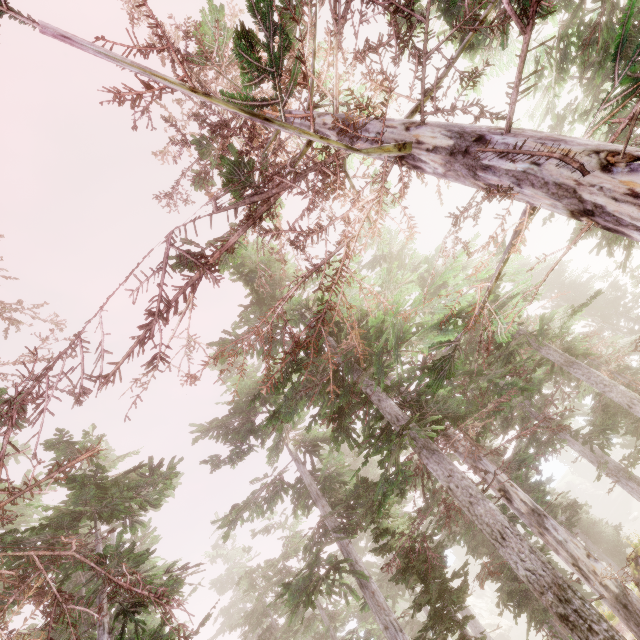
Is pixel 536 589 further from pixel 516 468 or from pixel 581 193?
pixel 516 468

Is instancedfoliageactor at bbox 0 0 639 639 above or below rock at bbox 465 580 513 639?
above

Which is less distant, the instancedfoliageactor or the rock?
the instancedfoliageactor

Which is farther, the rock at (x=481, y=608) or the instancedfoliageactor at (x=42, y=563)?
the rock at (x=481, y=608)

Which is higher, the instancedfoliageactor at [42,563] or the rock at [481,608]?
the instancedfoliageactor at [42,563]
